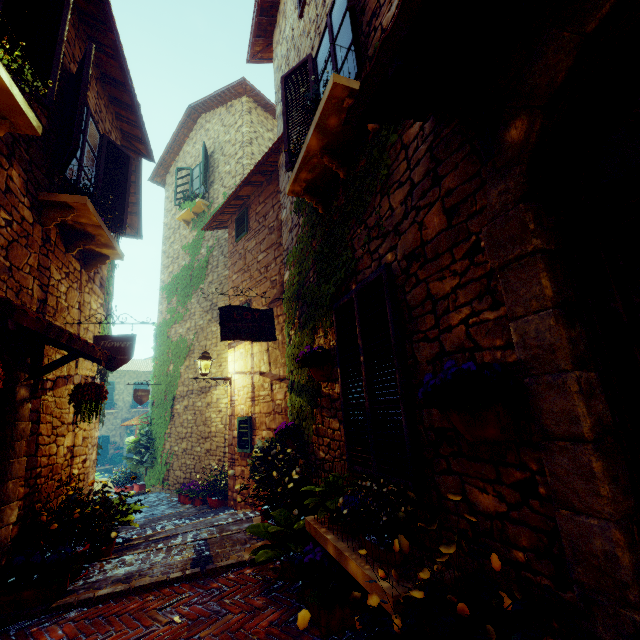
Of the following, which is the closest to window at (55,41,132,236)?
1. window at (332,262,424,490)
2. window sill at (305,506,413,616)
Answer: window at (332,262,424,490)

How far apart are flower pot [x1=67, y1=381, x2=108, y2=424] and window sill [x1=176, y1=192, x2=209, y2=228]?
8.4m

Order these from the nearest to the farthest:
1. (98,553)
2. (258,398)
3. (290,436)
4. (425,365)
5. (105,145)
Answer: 1. (425,365)
2. (98,553)
3. (290,436)
4. (105,145)
5. (258,398)

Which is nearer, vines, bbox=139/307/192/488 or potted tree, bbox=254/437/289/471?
potted tree, bbox=254/437/289/471

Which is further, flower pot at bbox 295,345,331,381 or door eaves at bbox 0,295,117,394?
flower pot at bbox 295,345,331,381

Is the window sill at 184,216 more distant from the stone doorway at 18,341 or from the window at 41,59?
the stone doorway at 18,341

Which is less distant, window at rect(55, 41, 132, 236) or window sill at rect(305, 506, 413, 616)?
window sill at rect(305, 506, 413, 616)

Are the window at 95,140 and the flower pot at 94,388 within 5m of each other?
yes
